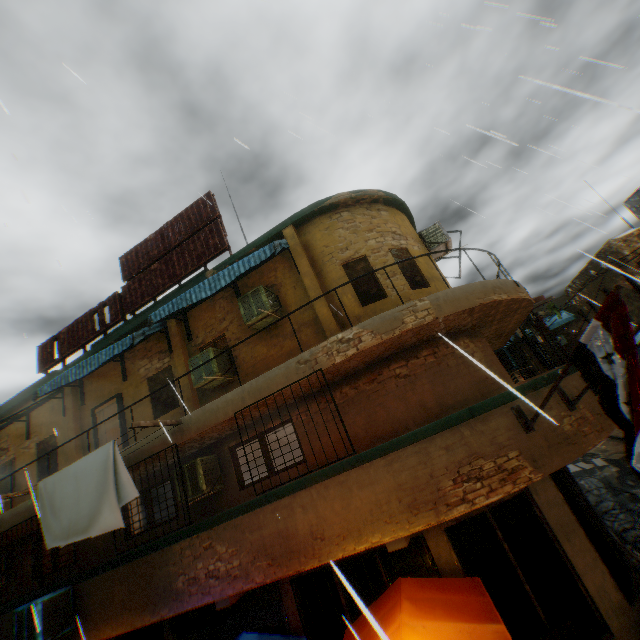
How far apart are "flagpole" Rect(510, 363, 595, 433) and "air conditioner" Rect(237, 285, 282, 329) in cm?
461

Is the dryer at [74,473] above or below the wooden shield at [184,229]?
below

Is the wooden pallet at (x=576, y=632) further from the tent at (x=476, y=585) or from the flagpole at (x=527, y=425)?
the flagpole at (x=527, y=425)

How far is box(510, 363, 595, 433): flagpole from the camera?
4.4m

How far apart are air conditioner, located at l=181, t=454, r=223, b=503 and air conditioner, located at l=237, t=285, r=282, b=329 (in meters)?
2.75

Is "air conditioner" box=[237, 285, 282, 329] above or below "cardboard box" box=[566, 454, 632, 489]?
above

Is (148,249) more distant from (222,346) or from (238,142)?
(238,142)

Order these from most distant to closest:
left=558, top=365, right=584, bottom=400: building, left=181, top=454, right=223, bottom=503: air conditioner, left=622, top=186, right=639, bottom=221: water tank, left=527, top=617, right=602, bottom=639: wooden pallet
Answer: left=622, top=186, right=639, bottom=221: water tank < left=181, top=454, right=223, bottom=503: air conditioner < left=558, top=365, right=584, bottom=400: building < left=527, top=617, right=602, bottom=639: wooden pallet
